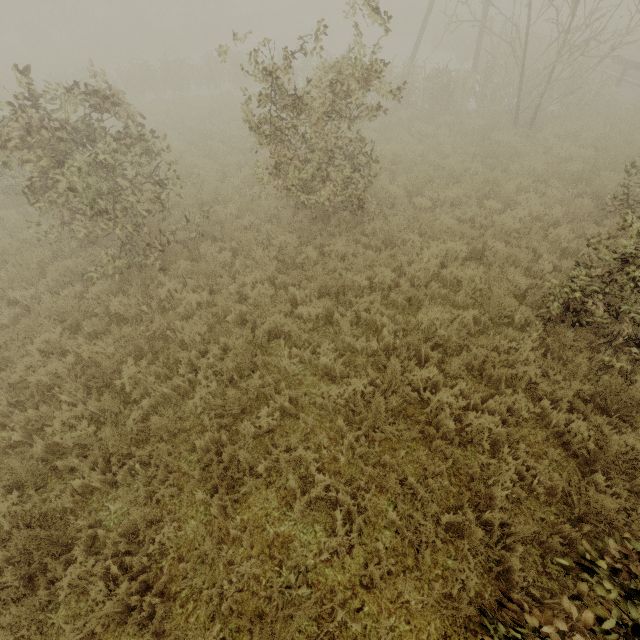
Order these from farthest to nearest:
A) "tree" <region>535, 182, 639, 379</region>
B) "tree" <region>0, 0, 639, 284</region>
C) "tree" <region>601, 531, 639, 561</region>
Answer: "tree" <region>0, 0, 639, 284</region>
"tree" <region>535, 182, 639, 379</region>
"tree" <region>601, 531, 639, 561</region>

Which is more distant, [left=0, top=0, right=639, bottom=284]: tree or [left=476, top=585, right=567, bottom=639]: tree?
[left=0, top=0, right=639, bottom=284]: tree

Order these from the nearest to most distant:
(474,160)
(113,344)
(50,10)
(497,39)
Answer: (113,344)
(474,160)
(497,39)
(50,10)

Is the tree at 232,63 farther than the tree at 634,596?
Yes

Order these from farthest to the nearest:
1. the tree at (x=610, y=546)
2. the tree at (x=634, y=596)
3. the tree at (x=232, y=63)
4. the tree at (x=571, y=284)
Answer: the tree at (x=232, y=63) < the tree at (x=571, y=284) < the tree at (x=610, y=546) < the tree at (x=634, y=596)
